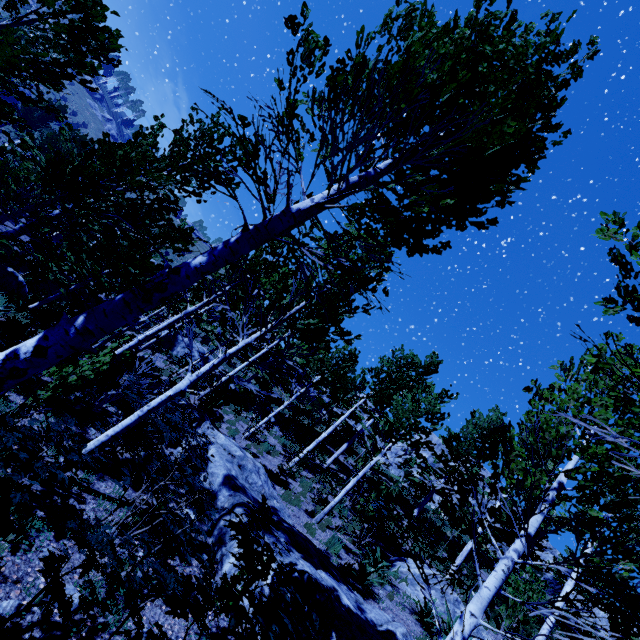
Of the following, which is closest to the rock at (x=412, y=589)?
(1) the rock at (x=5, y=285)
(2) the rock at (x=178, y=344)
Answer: (1) the rock at (x=5, y=285)

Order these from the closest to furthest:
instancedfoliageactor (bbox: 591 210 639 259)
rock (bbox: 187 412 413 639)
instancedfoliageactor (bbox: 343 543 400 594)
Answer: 1. instancedfoliageactor (bbox: 591 210 639 259)
2. rock (bbox: 187 412 413 639)
3. instancedfoliageactor (bbox: 343 543 400 594)

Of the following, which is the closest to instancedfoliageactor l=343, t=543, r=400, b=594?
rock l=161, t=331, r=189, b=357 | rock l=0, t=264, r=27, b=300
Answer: rock l=0, t=264, r=27, b=300

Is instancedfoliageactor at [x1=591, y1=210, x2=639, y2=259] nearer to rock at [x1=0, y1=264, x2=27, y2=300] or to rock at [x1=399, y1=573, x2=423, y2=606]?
rock at [x1=0, y1=264, x2=27, y2=300]

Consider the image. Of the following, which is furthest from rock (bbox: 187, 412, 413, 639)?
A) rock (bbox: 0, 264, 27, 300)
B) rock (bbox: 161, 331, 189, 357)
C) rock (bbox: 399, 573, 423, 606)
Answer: rock (bbox: 161, 331, 189, 357)

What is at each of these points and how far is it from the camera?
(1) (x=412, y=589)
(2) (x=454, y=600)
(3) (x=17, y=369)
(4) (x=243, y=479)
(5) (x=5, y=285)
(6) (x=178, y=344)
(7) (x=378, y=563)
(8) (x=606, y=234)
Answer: (1) rock, 9.9m
(2) rock, 9.8m
(3) instancedfoliageactor, 2.4m
(4) rock, 8.7m
(5) rock, 15.1m
(6) rock, 24.9m
(7) instancedfoliageactor, 9.5m
(8) instancedfoliageactor, 2.3m

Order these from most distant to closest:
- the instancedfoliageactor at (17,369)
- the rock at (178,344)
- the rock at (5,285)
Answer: the rock at (178,344)
the rock at (5,285)
the instancedfoliageactor at (17,369)

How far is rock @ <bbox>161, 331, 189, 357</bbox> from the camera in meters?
24.2 m
